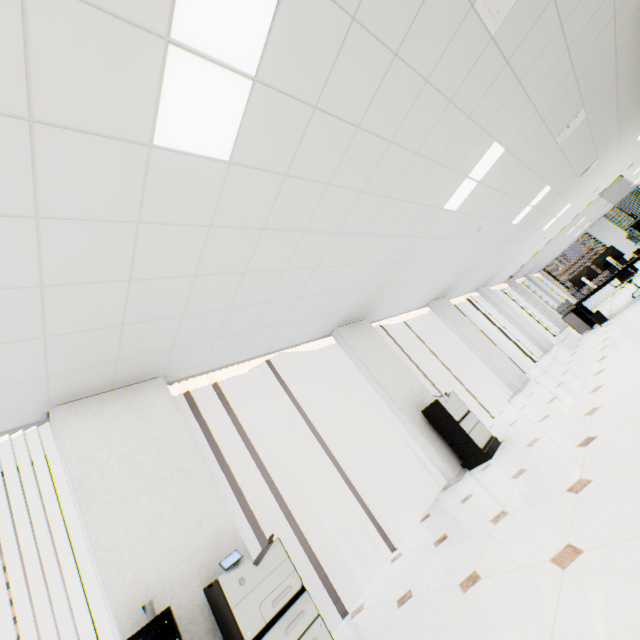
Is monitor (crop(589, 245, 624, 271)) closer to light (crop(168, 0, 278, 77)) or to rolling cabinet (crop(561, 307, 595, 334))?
rolling cabinet (crop(561, 307, 595, 334))

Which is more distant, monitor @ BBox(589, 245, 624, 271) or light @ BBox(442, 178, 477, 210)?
monitor @ BBox(589, 245, 624, 271)

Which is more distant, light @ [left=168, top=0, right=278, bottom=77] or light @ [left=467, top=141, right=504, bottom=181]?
light @ [left=467, top=141, right=504, bottom=181]

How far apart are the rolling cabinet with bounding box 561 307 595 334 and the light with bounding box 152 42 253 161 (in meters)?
9.63

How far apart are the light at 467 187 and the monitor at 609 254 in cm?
511

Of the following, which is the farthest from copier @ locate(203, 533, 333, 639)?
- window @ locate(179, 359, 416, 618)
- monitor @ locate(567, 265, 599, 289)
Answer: monitor @ locate(567, 265, 599, 289)

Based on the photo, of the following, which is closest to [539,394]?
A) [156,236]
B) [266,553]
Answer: [266,553]

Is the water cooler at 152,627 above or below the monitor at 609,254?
below
